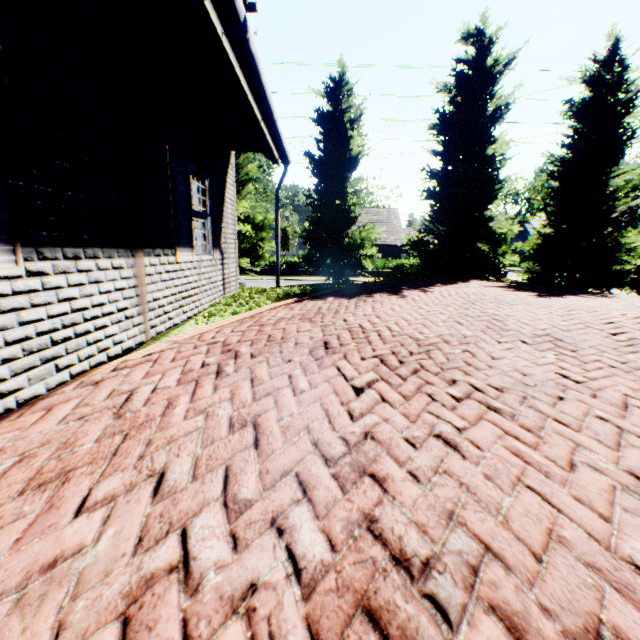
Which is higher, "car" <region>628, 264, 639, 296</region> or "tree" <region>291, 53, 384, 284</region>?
"tree" <region>291, 53, 384, 284</region>

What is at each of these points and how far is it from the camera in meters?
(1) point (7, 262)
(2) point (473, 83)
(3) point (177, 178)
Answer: (1) shutter, 2.2
(2) tree, 13.0
(3) shutter, 4.9

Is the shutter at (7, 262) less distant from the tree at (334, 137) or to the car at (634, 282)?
the tree at (334, 137)

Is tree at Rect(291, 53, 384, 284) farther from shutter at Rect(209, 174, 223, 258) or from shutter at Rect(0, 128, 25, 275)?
shutter at Rect(0, 128, 25, 275)

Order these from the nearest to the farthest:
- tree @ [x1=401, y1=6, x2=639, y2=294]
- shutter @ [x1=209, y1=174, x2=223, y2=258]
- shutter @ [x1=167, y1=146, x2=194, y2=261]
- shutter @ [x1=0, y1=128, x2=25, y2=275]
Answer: shutter @ [x1=0, y1=128, x2=25, y2=275]
shutter @ [x1=167, y1=146, x2=194, y2=261]
shutter @ [x1=209, y1=174, x2=223, y2=258]
tree @ [x1=401, y1=6, x2=639, y2=294]

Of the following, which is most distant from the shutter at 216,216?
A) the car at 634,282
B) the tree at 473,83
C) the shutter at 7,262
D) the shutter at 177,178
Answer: the car at 634,282

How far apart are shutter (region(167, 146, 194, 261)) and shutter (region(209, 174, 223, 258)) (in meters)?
0.93

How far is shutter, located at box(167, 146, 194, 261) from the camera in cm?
471
